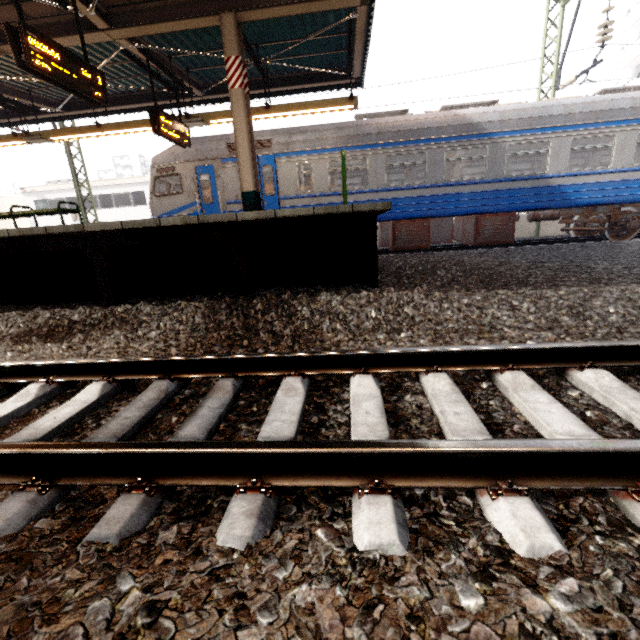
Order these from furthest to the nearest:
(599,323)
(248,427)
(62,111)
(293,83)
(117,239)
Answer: (62,111)
(293,83)
(117,239)
(599,323)
(248,427)

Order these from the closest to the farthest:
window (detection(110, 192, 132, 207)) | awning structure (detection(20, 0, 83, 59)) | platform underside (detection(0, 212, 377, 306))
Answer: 1. platform underside (detection(0, 212, 377, 306))
2. awning structure (detection(20, 0, 83, 59))
3. window (detection(110, 192, 132, 207))

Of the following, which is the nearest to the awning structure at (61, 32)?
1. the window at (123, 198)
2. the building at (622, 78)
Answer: the window at (123, 198)

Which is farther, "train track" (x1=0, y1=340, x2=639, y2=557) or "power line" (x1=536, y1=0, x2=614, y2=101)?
"power line" (x1=536, y1=0, x2=614, y2=101)

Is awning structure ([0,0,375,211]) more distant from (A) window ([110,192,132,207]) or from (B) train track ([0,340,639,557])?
(A) window ([110,192,132,207])

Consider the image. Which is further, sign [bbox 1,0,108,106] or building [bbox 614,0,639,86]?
building [bbox 614,0,639,86]

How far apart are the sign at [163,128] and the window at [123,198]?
22.3 meters

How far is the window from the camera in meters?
26.9
